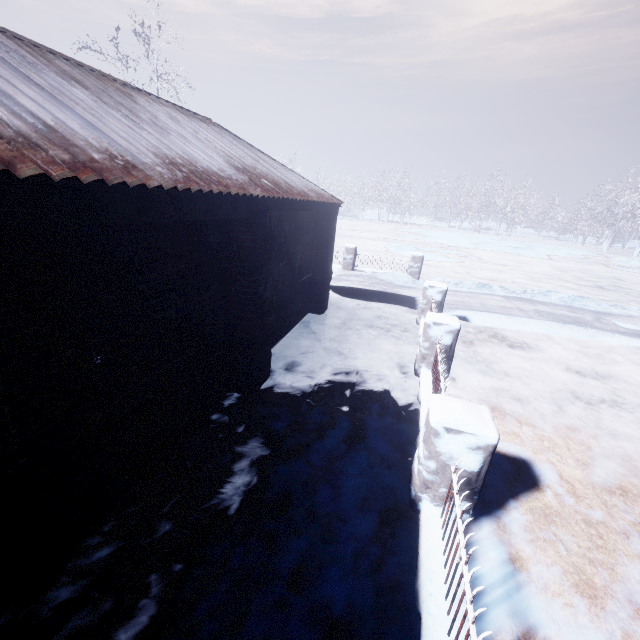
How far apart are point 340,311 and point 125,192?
5.9m

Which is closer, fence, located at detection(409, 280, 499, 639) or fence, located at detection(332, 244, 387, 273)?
fence, located at detection(409, 280, 499, 639)

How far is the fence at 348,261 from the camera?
11.7m

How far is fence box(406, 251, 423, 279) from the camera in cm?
1123

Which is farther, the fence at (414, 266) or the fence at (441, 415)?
the fence at (414, 266)
